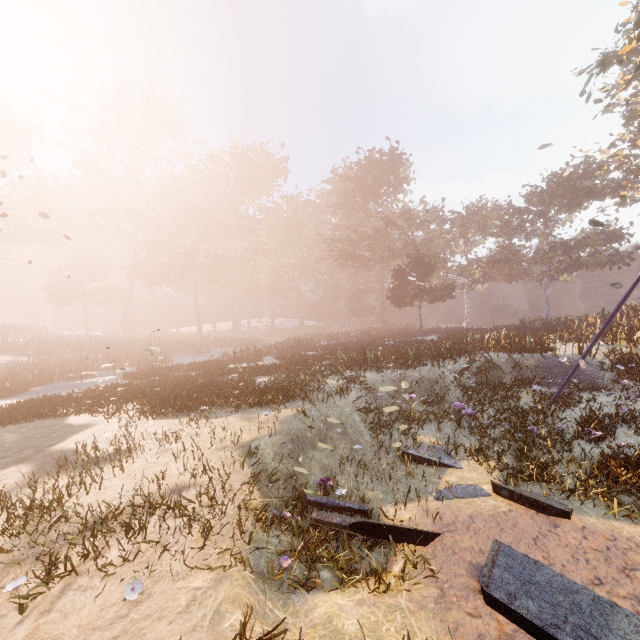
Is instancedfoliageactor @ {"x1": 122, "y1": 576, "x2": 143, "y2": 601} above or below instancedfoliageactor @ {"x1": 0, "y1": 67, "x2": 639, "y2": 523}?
below

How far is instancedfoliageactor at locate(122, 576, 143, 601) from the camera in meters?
3.8 m

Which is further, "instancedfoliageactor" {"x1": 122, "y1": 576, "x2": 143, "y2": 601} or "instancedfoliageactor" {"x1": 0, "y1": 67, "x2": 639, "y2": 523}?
"instancedfoliageactor" {"x1": 0, "y1": 67, "x2": 639, "y2": 523}

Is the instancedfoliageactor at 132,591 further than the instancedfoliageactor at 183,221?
No

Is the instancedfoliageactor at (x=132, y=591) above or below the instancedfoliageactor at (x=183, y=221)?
below

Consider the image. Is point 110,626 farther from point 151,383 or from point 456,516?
point 151,383
